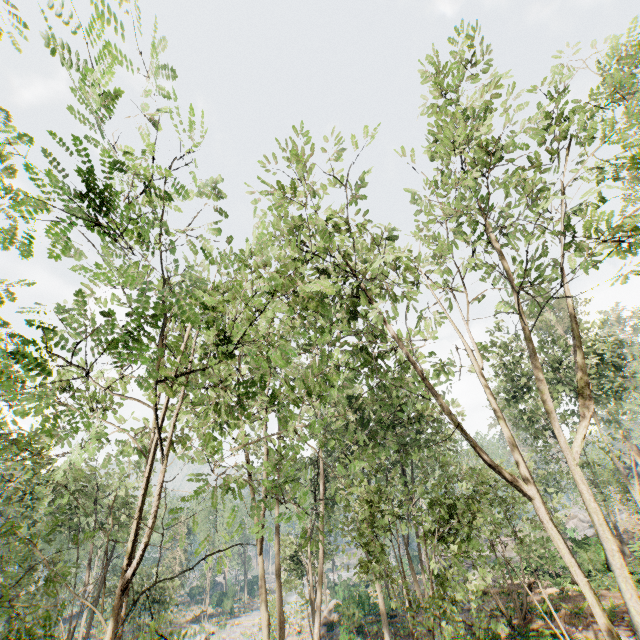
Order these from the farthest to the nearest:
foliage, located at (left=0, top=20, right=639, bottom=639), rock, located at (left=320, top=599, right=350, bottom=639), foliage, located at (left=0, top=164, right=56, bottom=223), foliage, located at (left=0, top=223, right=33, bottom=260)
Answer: rock, located at (left=320, top=599, right=350, bottom=639) < foliage, located at (left=0, top=20, right=639, bottom=639) < foliage, located at (left=0, top=223, right=33, bottom=260) < foliage, located at (left=0, top=164, right=56, bottom=223)

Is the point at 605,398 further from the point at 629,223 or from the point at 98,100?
the point at 98,100

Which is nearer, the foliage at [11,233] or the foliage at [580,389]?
the foliage at [11,233]

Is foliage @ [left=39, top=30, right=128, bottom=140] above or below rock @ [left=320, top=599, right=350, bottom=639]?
above

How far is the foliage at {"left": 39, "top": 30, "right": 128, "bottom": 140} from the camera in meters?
3.7 m

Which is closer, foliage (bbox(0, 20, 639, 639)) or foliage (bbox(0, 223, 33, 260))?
foliage (bbox(0, 223, 33, 260))
